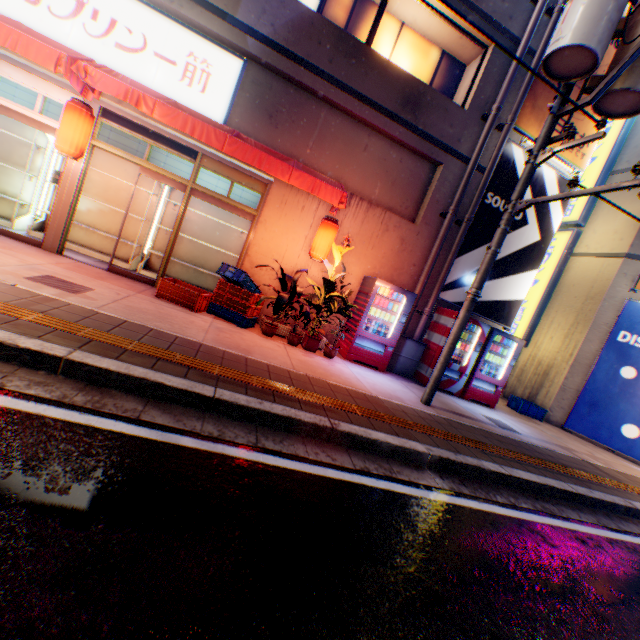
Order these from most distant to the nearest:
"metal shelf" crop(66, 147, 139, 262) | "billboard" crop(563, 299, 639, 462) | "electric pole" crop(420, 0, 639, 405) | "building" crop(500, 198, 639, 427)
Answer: "building" crop(500, 198, 639, 427) < "billboard" crop(563, 299, 639, 462) < "metal shelf" crop(66, 147, 139, 262) < "electric pole" crop(420, 0, 639, 405)

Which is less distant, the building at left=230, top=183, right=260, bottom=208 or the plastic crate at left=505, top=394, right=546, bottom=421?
the building at left=230, top=183, right=260, bottom=208

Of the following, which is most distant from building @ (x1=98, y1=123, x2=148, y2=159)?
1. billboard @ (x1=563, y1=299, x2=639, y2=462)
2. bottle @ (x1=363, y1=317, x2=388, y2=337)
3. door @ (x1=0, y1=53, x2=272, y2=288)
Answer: billboard @ (x1=563, y1=299, x2=639, y2=462)

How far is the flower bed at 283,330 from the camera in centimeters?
723cm

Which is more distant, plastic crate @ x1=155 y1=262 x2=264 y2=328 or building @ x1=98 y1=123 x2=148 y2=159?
building @ x1=98 y1=123 x2=148 y2=159

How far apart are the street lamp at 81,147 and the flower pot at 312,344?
5.4 meters

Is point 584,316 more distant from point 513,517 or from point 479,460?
point 513,517

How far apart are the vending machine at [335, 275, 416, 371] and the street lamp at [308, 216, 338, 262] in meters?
1.2 m
